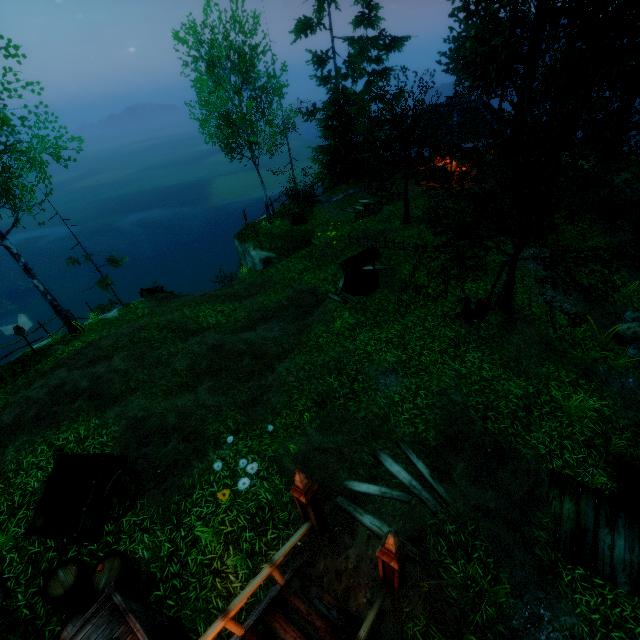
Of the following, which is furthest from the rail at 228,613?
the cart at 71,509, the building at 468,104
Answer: the building at 468,104

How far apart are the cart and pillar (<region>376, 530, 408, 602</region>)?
5.4 meters

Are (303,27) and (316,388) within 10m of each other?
no

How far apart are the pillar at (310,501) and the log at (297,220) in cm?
1706

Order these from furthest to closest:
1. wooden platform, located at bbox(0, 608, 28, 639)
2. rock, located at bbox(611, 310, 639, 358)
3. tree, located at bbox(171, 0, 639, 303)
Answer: rock, located at bbox(611, 310, 639, 358) → tree, located at bbox(171, 0, 639, 303) → wooden platform, located at bbox(0, 608, 28, 639)

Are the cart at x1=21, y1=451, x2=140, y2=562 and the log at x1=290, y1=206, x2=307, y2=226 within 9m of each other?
no

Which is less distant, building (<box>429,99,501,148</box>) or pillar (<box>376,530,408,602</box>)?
pillar (<box>376,530,408,602</box>)

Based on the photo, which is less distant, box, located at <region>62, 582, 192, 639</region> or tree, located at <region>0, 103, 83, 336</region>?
box, located at <region>62, 582, 192, 639</region>
